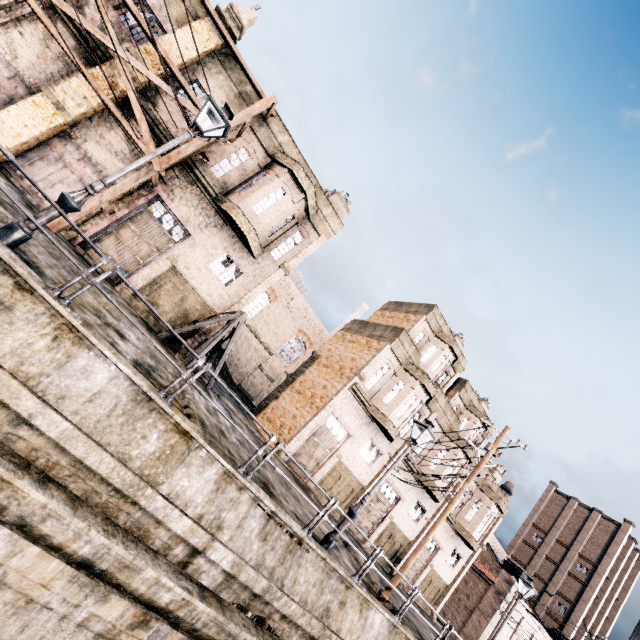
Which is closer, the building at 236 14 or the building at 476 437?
the building at 236 14

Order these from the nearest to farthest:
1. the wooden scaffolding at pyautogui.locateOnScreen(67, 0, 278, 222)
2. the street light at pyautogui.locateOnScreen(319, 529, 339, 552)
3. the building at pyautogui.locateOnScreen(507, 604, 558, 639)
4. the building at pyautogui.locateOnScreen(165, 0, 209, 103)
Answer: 1. the street light at pyautogui.locateOnScreen(319, 529, 339, 552)
2. the wooden scaffolding at pyautogui.locateOnScreen(67, 0, 278, 222)
3. the building at pyautogui.locateOnScreen(165, 0, 209, 103)
4. the building at pyautogui.locateOnScreen(507, 604, 558, 639)

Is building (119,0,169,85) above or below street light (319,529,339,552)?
above

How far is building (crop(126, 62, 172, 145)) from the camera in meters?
14.6 m

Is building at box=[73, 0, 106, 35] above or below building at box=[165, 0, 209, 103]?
below

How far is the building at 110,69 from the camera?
14.10m

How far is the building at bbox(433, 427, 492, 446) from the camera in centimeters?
2627cm

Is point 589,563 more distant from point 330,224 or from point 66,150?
point 66,150
